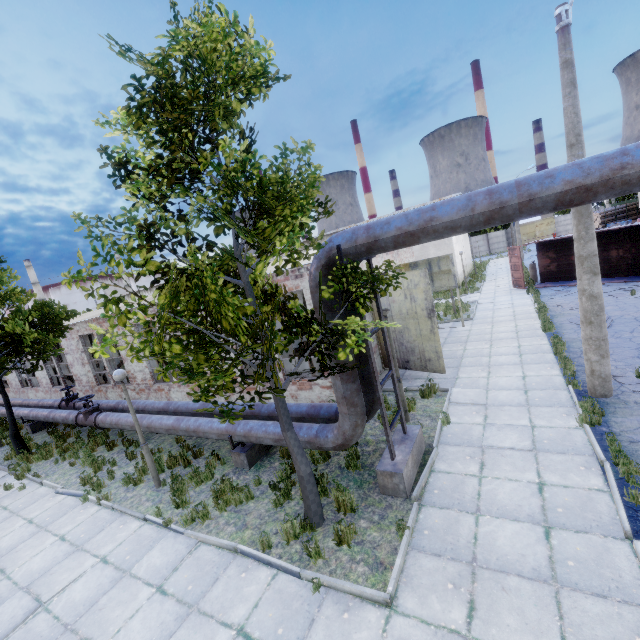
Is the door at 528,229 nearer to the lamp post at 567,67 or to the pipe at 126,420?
the lamp post at 567,67

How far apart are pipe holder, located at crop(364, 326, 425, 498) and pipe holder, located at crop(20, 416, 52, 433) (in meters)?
18.81

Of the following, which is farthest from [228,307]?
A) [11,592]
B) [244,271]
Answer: [11,592]

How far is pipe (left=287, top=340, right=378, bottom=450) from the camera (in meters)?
6.54

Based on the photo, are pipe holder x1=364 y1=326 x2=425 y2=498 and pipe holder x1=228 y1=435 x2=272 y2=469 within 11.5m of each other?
yes

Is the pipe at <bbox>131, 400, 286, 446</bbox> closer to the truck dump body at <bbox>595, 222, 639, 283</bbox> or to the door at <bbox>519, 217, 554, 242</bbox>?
the truck dump body at <bbox>595, 222, 639, 283</bbox>

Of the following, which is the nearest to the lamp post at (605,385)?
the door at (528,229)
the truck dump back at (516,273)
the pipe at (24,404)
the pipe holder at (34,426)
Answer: the truck dump back at (516,273)

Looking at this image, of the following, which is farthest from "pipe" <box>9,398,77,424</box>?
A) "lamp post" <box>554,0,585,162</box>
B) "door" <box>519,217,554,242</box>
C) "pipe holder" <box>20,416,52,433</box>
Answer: "door" <box>519,217,554,242</box>
